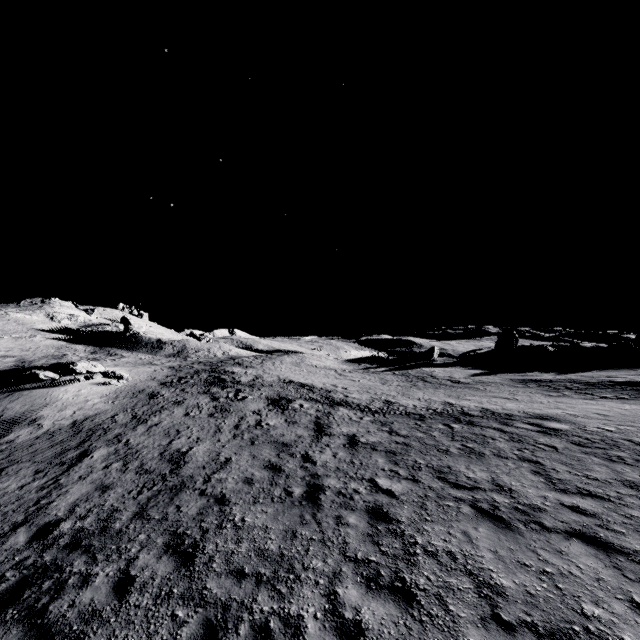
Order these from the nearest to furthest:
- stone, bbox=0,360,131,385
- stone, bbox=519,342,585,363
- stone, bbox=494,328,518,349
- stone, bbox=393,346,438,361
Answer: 1. stone, bbox=0,360,131,385
2. stone, bbox=519,342,585,363
3. stone, bbox=393,346,438,361
4. stone, bbox=494,328,518,349

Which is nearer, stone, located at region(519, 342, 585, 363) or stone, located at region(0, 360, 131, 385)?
stone, located at region(0, 360, 131, 385)

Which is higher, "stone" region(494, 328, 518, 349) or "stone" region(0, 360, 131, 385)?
"stone" region(494, 328, 518, 349)

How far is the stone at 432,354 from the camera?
45.6 meters

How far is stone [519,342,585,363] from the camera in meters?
40.2

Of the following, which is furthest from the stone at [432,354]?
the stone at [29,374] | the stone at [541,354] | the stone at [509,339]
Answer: the stone at [29,374]

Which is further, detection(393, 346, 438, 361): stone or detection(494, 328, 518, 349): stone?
detection(494, 328, 518, 349): stone

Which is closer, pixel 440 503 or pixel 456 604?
pixel 456 604
